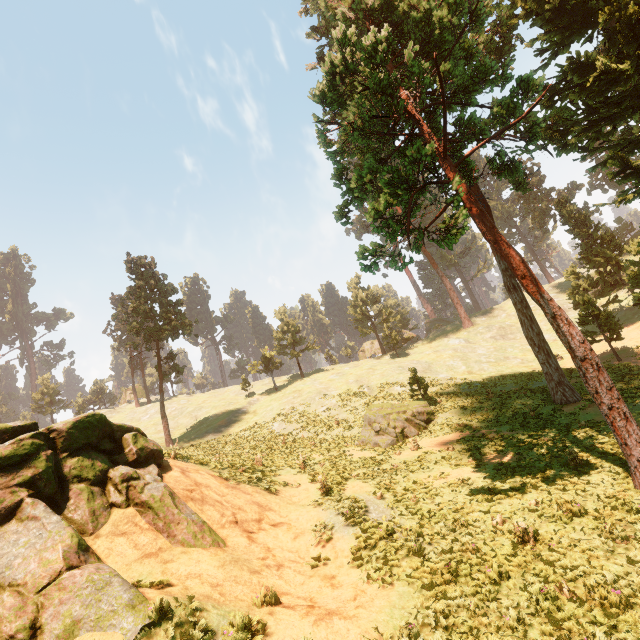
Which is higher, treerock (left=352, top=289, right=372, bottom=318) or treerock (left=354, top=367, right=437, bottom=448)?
treerock (left=352, top=289, right=372, bottom=318)

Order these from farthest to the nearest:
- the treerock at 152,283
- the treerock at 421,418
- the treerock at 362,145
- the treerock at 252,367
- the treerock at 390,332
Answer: the treerock at 390,332 < the treerock at 252,367 < the treerock at 152,283 < the treerock at 421,418 < the treerock at 362,145

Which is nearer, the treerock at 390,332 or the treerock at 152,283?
the treerock at 152,283

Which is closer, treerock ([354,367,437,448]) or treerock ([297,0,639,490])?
treerock ([297,0,639,490])

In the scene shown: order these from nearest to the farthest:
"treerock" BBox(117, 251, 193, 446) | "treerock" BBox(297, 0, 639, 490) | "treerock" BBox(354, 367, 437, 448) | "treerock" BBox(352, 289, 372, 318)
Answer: "treerock" BBox(297, 0, 639, 490) < "treerock" BBox(354, 367, 437, 448) < "treerock" BBox(117, 251, 193, 446) < "treerock" BBox(352, 289, 372, 318)

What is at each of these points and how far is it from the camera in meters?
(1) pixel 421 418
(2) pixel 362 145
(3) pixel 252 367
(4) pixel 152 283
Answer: (1) treerock, 23.5
(2) treerock, 16.1
(3) treerock, 50.9
(4) treerock, 39.1

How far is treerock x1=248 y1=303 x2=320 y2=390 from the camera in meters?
51.4
